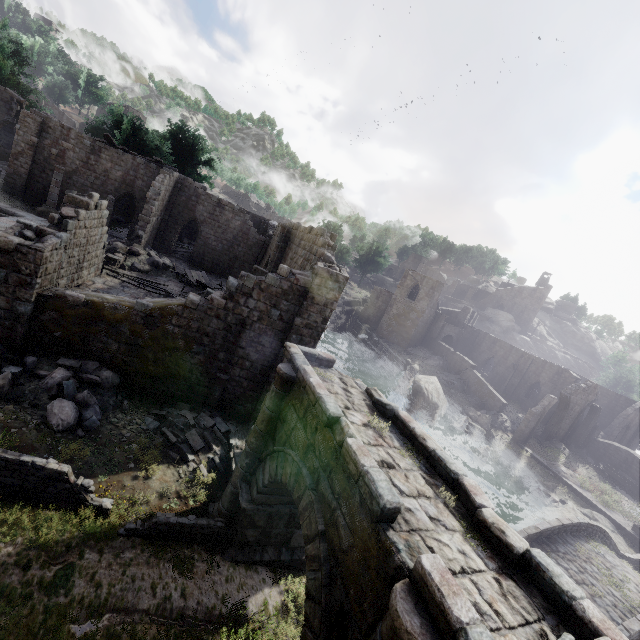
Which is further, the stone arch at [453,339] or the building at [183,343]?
the stone arch at [453,339]

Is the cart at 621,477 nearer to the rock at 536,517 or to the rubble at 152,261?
the rock at 536,517

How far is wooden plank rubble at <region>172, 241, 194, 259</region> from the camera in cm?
3134

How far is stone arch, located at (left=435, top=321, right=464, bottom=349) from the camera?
50.97m

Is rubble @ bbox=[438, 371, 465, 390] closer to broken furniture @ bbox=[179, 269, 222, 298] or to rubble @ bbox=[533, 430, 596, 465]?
Answer: rubble @ bbox=[533, 430, 596, 465]

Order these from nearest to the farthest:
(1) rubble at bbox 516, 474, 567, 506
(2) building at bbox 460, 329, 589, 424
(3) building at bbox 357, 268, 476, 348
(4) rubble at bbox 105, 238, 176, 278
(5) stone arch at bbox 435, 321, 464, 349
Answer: (4) rubble at bbox 105, 238, 176, 278, (1) rubble at bbox 516, 474, 567, 506, (2) building at bbox 460, 329, 589, 424, (3) building at bbox 357, 268, 476, 348, (5) stone arch at bbox 435, 321, 464, 349

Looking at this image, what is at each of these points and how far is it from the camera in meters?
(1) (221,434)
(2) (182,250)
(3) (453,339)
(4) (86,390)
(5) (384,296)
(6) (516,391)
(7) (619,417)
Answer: (1) rubble, 12.0
(2) wooden plank rubble, 32.5
(3) stone arch, 52.7
(4) rubble, 10.2
(5) building, 53.7
(6) building, 44.6
(7) building, 38.1

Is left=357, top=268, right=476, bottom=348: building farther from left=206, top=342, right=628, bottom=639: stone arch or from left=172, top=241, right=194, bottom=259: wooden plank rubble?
left=206, top=342, right=628, bottom=639: stone arch
